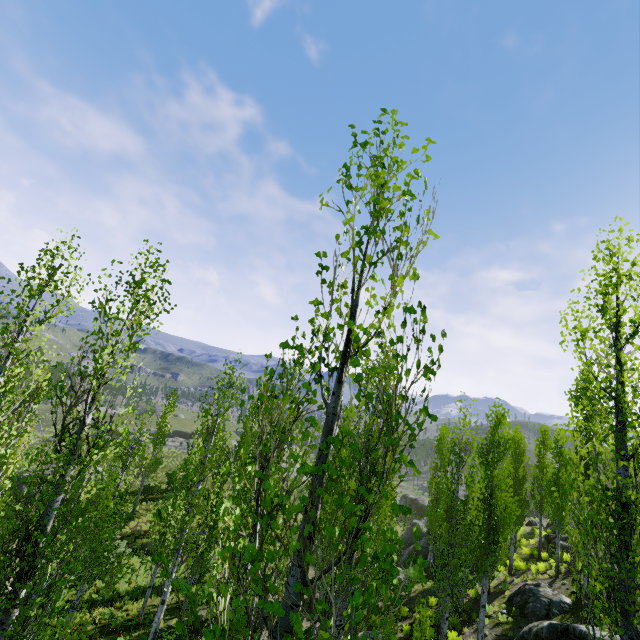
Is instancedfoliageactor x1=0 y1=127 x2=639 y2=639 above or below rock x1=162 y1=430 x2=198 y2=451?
above

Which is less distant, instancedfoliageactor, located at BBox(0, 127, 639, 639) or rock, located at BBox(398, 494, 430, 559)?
instancedfoliageactor, located at BBox(0, 127, 639, 639)

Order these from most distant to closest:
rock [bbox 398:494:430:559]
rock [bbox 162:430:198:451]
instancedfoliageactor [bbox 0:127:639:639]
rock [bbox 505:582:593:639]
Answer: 1. rock [bbox 162:430:198:451]
2. rock [bbox 398:494:430:559]
3. rock [bbox 505:582:593:639]
4. instancedfoliageactor [bbox 0:127:639:639]

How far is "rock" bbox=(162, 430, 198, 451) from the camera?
48.7 meters

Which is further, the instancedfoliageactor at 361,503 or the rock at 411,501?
the rock at 411,501

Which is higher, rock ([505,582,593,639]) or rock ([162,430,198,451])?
rock ([505,582,593,639])

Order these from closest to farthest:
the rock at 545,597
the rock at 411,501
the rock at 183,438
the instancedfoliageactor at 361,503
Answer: the instancedfoliageactor at 361,503
the rock at 545,597
the rock at 411,501
the rock at 183,438

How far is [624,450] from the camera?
5.24m
